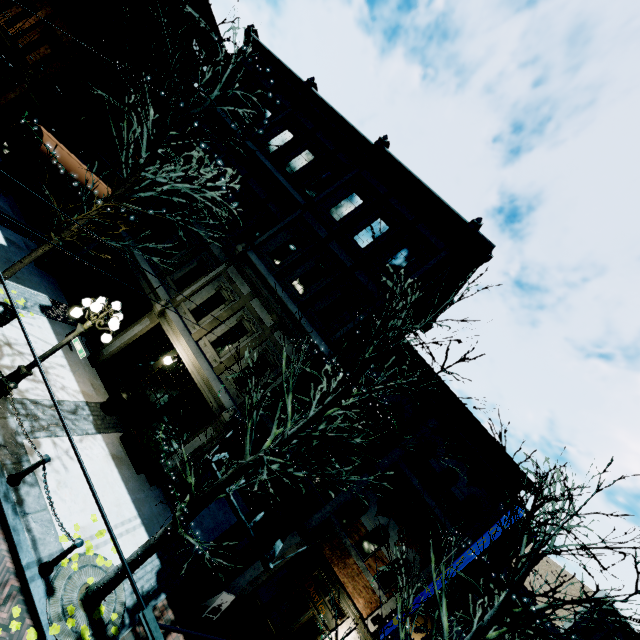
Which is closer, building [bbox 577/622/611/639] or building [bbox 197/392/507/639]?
building [bbox 197/392/507/639]

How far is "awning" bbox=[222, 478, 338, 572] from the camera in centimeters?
747cm

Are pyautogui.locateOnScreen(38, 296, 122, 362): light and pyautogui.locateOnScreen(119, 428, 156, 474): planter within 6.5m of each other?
yes

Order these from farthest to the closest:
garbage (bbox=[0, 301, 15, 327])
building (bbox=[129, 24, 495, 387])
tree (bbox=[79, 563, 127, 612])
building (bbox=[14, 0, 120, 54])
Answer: building (bbox=[14, 0, 120, 54]) < building (bbox=[129, 24, 495, 387]) < garbage (bbox=[0, 301, 15, 327]) < tree (bbox=[79, 563, 127, 612])

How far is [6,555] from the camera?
6.2 meters

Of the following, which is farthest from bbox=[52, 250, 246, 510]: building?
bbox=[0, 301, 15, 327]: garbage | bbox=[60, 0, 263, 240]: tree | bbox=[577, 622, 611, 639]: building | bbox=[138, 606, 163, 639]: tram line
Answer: bbox=[138, 606, 163, 639]: tram line

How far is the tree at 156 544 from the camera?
5.8m

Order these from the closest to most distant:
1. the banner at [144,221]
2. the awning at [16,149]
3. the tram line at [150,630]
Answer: the tram line at [150,630] → the awning at [16,149] → the banner at [144,221]
